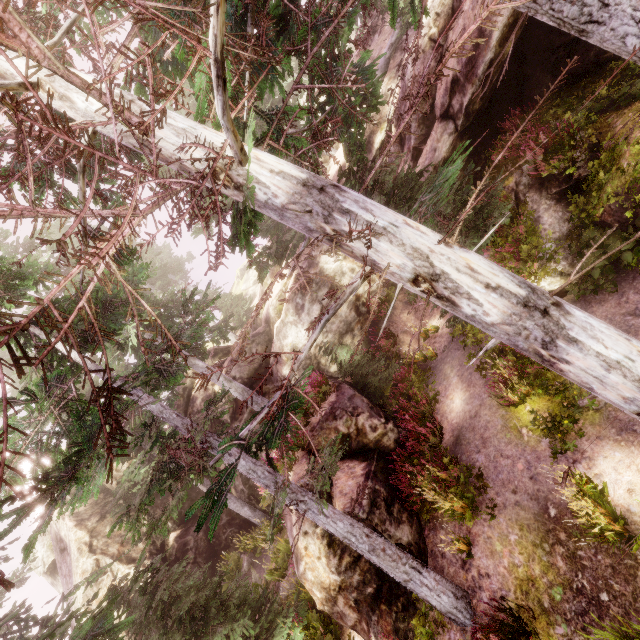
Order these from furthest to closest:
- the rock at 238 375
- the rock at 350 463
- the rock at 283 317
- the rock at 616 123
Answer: the rock at 238 375, the rock at 283 317, the rock at 350 463, the rock at 616 123

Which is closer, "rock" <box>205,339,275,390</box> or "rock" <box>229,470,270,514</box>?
"rock" <box>229,470,270,514</box>

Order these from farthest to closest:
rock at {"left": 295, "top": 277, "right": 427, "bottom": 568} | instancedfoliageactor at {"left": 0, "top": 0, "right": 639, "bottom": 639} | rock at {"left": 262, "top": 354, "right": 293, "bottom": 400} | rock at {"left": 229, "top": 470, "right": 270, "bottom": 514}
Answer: rock at {"left": 262, "top": 354, "right": 293, "bottom": 400}, rock at {"left": 229, "top": 470, "right": 270, "bottom": 514}, rock at {"left": 295, "top": 277, "right": 427, "bottom": 568}, instancedfoliageactor at {"left": 0, "top": 0, "right": 639, "bottom": 639}

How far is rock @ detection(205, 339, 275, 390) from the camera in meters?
20.6

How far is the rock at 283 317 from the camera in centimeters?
1709cm

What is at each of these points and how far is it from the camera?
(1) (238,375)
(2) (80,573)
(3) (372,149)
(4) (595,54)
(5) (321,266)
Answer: (1) rock, 20.8m
(2) rock, 16.8m
(3) rock, 16.4m
(4) rock, 8.9m
(5) rock, 16.5m
